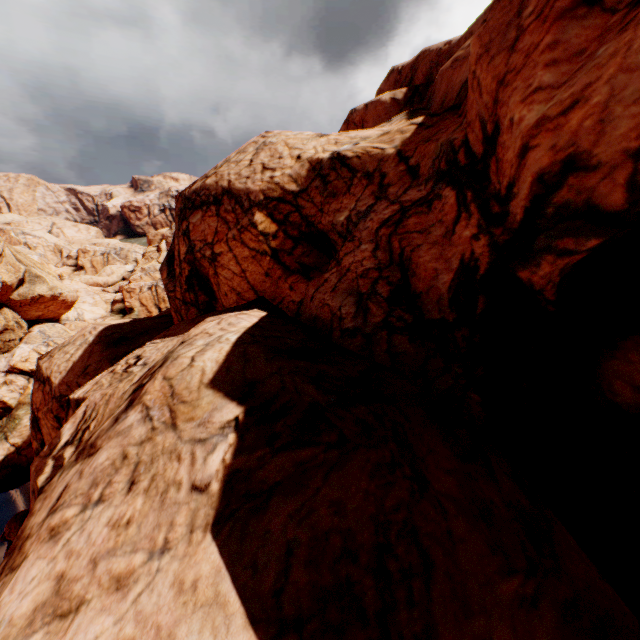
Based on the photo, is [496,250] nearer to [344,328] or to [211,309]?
[344,328]
